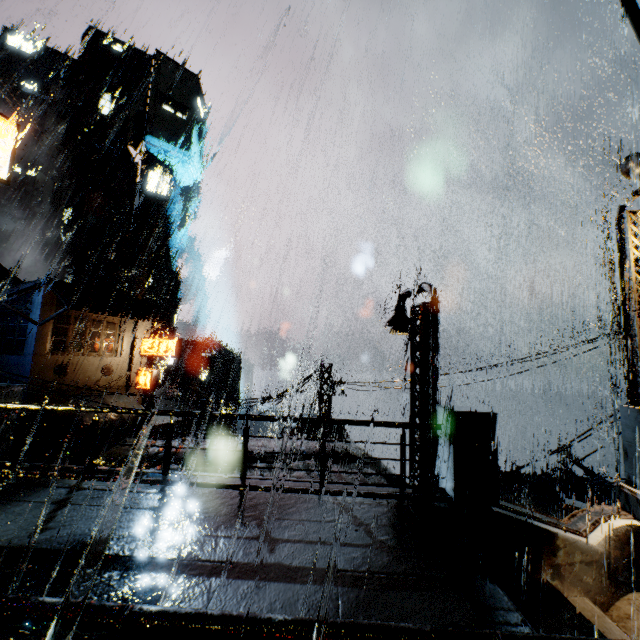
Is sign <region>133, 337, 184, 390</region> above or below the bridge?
above

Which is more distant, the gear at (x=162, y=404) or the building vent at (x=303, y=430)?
the gear at (x=162, y=404)

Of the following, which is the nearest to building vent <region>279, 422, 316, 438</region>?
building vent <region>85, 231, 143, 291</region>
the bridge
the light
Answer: the bridge

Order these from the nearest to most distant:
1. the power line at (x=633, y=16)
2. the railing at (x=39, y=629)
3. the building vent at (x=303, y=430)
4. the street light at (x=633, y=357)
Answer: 1. the railing at (x=39, y=629)
2. the power line at (x=633, y=16)
3. the street light at (x=633, y=357)
4. the building vent at (x=303, y=430)

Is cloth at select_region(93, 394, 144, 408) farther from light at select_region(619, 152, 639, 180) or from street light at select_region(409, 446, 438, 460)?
light at select_region(619, 152, 639, 180)

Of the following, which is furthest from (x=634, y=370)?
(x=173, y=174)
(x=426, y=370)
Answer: (x=173, y=174)

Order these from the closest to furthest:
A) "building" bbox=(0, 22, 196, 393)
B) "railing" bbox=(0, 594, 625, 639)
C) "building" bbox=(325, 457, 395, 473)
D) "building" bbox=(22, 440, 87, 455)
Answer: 1. "railing" bbox=(0, 594, 625, 639)
2. "building" bbox=(325, 457, 395, 473)
3. "building" bbox=(22, 440, 87, 455)
4. "building" bbox=(0, 22, 196, 393)

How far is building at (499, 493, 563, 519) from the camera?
17.1m
